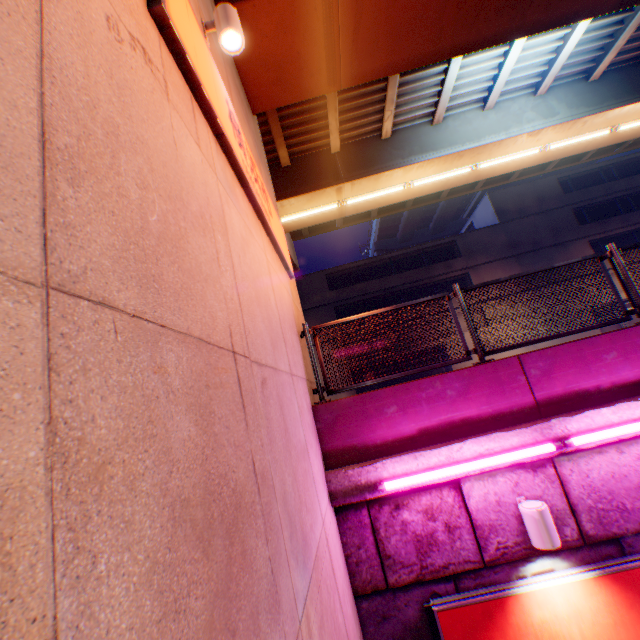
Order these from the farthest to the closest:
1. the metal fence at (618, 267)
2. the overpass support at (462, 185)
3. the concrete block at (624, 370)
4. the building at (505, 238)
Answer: the building at (505, 238) < the overpass support at (462, 185) < the metal fence at (618, 267) < the concrete block at (624, 370)

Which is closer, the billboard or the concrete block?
the billboard

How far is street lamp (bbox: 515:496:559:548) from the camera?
3.5m

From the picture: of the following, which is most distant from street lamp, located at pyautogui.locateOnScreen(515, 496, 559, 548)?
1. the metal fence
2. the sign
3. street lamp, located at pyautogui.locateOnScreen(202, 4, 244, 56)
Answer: street lamp, located at pyautogui.locateOnScreen(202, 4, 244, 56)

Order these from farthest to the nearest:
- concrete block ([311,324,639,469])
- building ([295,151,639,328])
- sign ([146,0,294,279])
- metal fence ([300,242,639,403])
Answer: building ([295,151,639,328]), metal fence ([300,242,639,403]), concrete block ([311,324,639,469]), sign ([146,0,294,279])

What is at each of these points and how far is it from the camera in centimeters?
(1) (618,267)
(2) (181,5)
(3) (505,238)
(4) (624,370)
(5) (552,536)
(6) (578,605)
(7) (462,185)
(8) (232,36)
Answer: (1) metal fence, 497cm
(2) sign, 240cm
(3) building, 2623cm
(4) concrete block, 425cm
(5) street lamp, 352cm
(6) billboard, 360cm
(7) overpass support, 1250cm
(8) street lamp, 364cm

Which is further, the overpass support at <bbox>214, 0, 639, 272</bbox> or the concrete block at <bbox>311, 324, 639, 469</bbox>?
the overpass support at <bbox>214, 0, 639, 272</bbox>

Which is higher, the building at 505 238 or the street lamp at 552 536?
the building at 505 238
